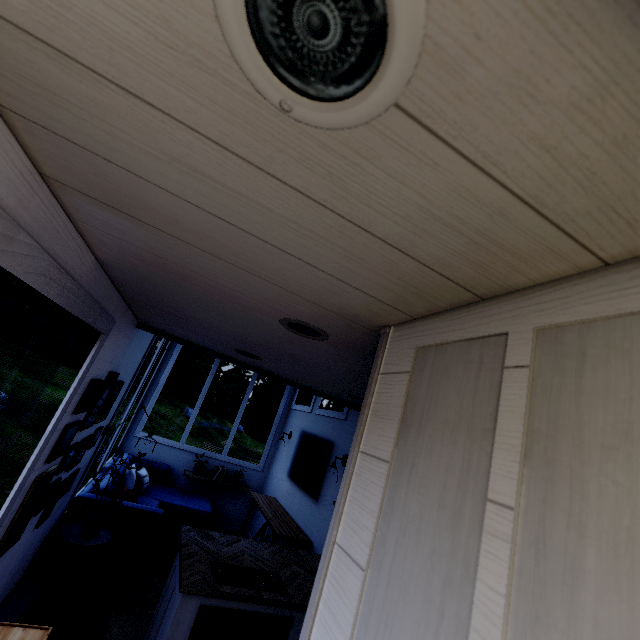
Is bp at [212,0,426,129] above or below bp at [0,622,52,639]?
above

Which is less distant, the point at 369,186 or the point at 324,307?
the point at 369,186

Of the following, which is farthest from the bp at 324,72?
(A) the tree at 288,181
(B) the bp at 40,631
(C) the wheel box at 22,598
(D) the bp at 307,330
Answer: (C) the wheel box at 22,598

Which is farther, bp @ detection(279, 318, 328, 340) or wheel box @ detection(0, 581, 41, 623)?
wheel box @ detection(0, 581, 41, 623)

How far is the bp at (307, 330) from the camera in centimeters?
123cm

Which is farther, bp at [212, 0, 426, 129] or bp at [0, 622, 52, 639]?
bp at [0, 622, 52, 639]

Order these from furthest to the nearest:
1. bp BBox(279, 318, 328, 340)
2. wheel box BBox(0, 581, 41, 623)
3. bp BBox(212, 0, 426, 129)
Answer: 1. wheel box BBox(0, 581, 41, 623)
2. bp BBox(279, 318, 328, 340)
3. bp BBox(212, 0, 426, 129)

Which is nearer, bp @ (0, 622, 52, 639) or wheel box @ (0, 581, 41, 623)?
bp @ (0, 622, 52, 639)
